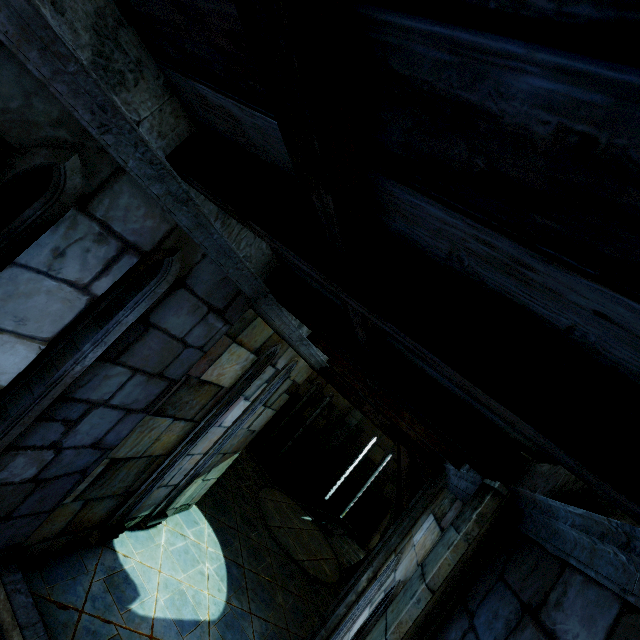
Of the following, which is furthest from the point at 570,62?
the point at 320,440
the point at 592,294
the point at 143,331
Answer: the point at 320,440
